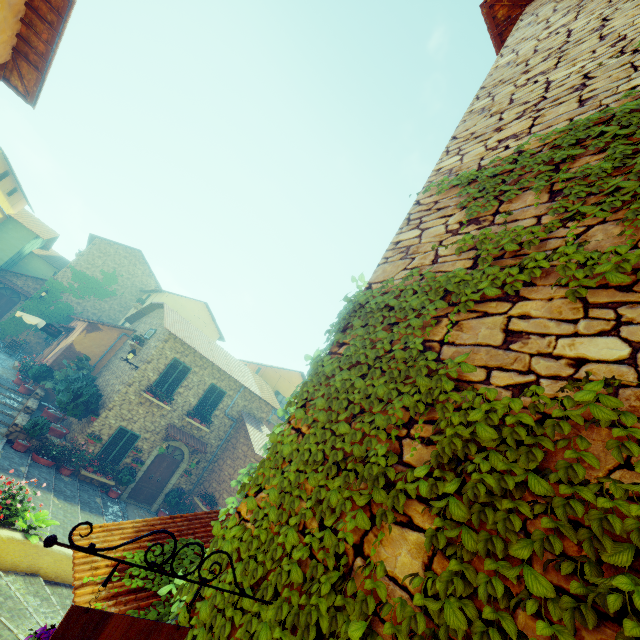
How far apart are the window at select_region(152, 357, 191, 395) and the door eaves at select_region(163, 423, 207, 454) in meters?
1.4 m

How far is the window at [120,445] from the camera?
14.2 meters

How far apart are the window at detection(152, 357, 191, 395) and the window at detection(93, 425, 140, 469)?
2.0 meters

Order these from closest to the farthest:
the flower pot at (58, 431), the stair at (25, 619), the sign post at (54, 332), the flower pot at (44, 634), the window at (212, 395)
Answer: the flower pot at (44, 634) → the stair at (25, 619) → the flower pot at (58, 431) → the window at (212, 395) → the sign post at (54, 332)

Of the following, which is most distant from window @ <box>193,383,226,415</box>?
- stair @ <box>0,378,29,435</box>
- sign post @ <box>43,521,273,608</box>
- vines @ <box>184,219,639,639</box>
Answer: sign post @ <box>43,521,273,608</box>

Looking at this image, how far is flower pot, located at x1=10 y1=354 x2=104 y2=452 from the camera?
12.4m

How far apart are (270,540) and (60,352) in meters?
21.5

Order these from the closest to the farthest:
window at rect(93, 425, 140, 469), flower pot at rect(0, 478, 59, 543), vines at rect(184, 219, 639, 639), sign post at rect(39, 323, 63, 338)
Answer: vines at rect(184, 219, 639, 639) < flower pot at rect(0, 478, 59, 543) < window at rect(93, 425, 140, 469) < sign post at rect(39, 323, 63, 338)
